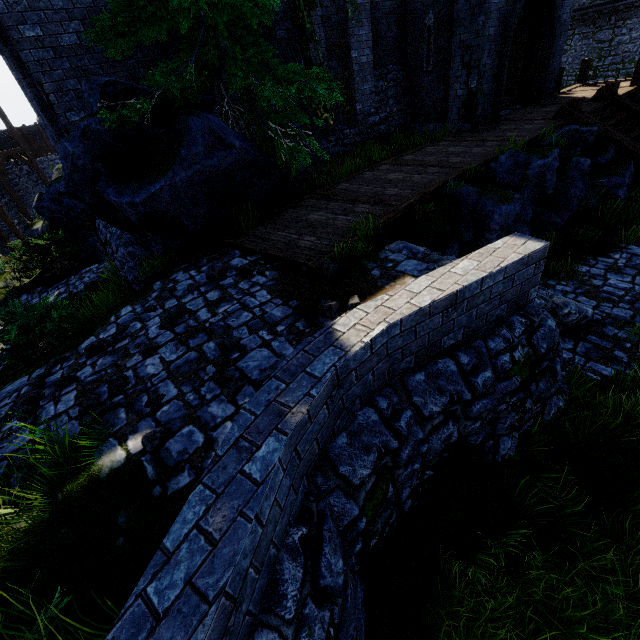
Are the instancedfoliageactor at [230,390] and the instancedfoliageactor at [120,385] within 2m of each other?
yes

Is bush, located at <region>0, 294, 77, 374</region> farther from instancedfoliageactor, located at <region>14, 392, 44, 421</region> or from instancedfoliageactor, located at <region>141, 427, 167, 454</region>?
instancedfoliageactor, located at <region>141, 427, 167, 454</region>

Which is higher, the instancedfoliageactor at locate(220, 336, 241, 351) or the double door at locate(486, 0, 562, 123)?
the double door at locate(486, 0, 562, 123)

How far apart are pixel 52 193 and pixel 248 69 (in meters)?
11.53

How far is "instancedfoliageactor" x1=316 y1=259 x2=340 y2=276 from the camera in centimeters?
508cm

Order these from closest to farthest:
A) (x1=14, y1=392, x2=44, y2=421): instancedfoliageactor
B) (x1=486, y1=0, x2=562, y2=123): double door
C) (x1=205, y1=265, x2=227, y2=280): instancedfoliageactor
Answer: (x1=14, y1=392, x2=44, y2=421): instancedfoliageactor → (x1=205, y1=265, x2=227, y2=280): instancedfoliageactor → (x1=486, y1=0, x2=562, y2=123): double door

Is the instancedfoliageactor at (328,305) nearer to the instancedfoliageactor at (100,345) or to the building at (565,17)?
the instancedfoliageactor at (100,345)

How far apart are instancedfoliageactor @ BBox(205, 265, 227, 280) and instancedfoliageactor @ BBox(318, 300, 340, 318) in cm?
220
